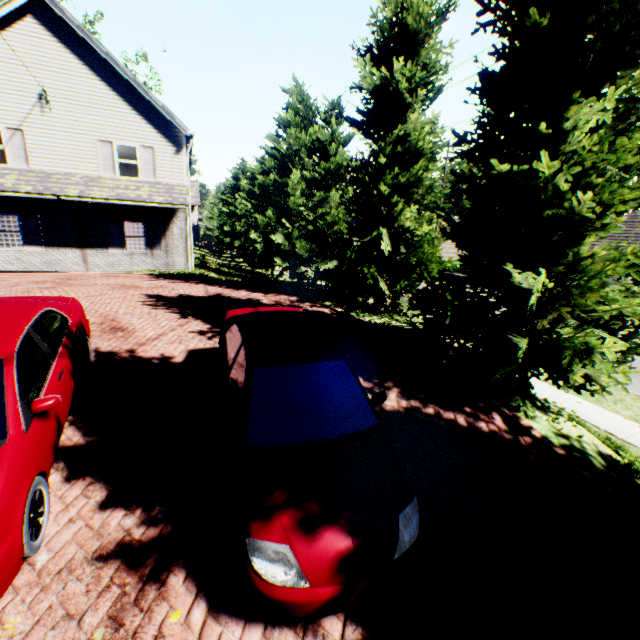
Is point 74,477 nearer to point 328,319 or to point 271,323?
point 271,323

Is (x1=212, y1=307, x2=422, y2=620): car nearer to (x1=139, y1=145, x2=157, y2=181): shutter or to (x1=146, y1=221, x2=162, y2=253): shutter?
(x1=146, y1=221, x2=162, y2=253): shutter

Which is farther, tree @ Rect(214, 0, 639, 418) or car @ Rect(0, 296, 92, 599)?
tree @ Rect(214, 0, 639, 418)

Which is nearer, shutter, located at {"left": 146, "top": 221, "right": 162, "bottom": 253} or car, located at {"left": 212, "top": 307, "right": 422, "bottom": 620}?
car, located at {"left": 212, "top": 307, "right": 422, "bottom": 620}

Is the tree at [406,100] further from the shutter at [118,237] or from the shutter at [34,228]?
the shutter at [34,228]

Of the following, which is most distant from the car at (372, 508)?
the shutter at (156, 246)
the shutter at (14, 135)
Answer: the shutter at (14, 135)

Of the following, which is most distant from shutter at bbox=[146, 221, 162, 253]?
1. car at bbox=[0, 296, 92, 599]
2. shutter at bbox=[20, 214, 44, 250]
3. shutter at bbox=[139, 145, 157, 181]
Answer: car at bbox=[0, 296, 92, 599]

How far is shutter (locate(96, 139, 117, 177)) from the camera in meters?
14.9 m
